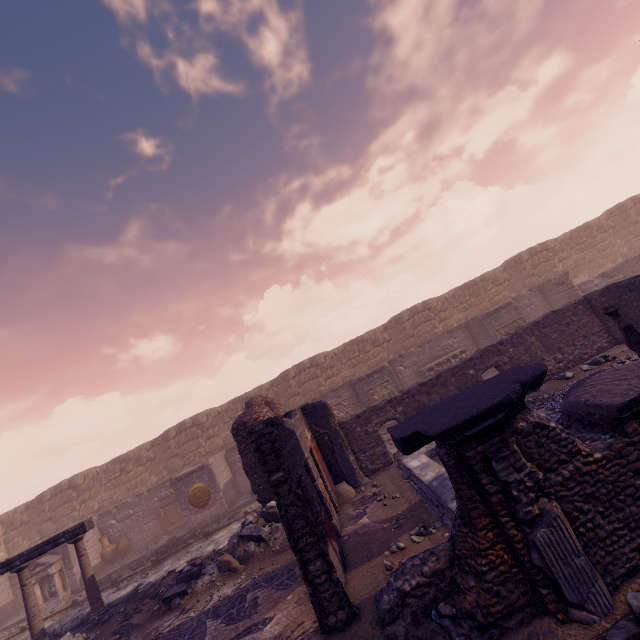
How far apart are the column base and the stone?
8.9m

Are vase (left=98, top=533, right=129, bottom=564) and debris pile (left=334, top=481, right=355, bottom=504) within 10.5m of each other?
no

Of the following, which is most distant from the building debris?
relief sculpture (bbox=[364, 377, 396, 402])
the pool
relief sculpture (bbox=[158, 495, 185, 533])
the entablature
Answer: the entablature

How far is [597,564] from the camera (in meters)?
3.15

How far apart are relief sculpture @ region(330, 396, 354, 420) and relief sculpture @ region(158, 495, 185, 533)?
7.10m

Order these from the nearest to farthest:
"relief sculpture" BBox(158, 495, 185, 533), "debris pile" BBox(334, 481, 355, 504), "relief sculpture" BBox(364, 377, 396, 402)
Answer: "debris pile" BBox(334, 481, 355, 504), "relief sculpture" BBox(364, 377, 396, 402), "relief sculpture" BBox(158, 495, 185, 533)

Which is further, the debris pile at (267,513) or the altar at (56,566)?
the altar at (56,566)

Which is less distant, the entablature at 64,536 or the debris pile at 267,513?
the debris pile at 267,513
